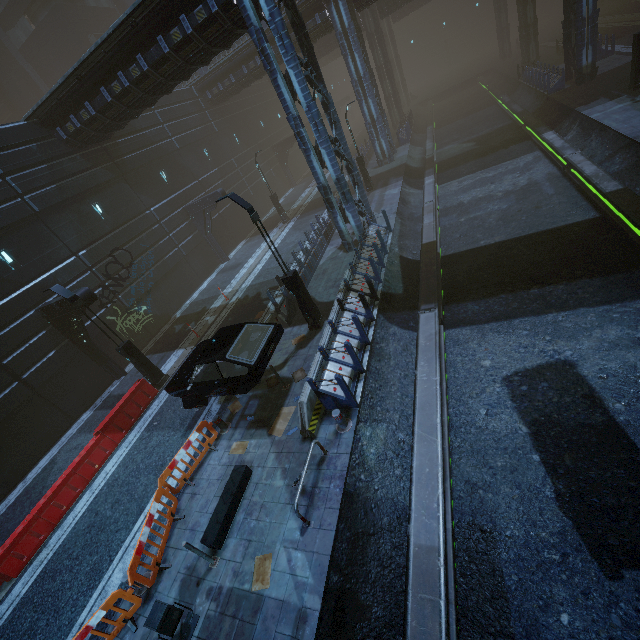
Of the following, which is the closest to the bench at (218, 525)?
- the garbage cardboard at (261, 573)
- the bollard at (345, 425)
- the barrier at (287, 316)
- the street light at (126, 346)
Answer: the garbage cardboard at (261, 573)

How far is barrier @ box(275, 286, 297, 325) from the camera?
13.66m

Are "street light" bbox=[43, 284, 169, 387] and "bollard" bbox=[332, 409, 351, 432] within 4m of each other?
no

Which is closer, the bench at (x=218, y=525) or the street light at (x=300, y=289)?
the bench at (x=218, y=525)

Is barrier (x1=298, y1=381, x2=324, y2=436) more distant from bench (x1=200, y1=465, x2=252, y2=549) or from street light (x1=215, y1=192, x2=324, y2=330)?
bench (x1=200, y1=465, x2=252, y2=549)

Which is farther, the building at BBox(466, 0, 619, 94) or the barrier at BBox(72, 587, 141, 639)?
the building at BBox(466, 0, 619, 94)

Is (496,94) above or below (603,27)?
below

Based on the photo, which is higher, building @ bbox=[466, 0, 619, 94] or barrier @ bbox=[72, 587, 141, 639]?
building @ bbox=[466, 0, 619, 94]
